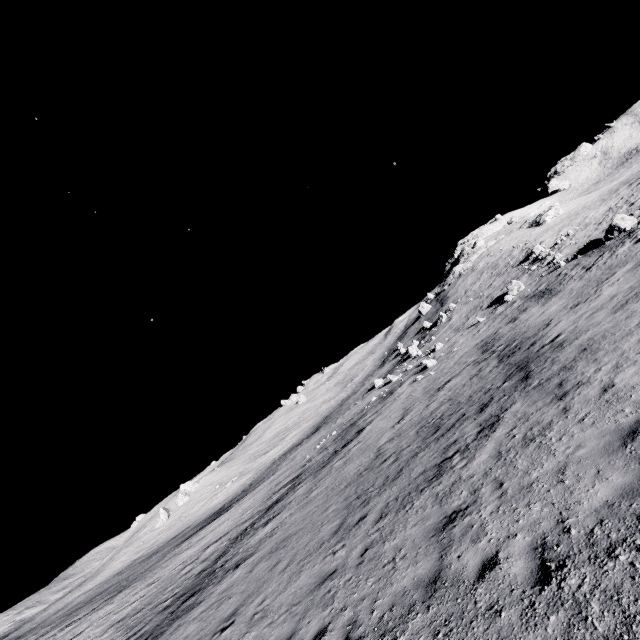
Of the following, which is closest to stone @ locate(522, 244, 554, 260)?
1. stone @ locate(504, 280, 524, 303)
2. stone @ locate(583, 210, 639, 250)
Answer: stone @ locate(504, 280, 524, 303)

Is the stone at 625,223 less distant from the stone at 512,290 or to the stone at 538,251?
the stone at 512,290

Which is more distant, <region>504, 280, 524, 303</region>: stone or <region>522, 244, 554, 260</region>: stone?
<region>522, 244, 554, 260</region>: stone

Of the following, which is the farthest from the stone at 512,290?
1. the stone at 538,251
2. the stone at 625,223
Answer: the stone at 538,251

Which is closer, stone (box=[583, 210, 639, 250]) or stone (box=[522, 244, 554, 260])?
stone (box=[583, 210, 639, 250])

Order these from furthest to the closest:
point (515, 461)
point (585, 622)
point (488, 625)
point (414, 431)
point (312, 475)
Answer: point (312, 475), point (414, 431), point (515, 461), point (488, 625), point (585, 622)

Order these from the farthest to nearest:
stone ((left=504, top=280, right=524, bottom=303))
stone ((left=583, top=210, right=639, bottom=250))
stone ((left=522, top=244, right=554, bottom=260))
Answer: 1. stone ((left=522, top=244, right=554, bottom=260))
2. stone ((left=504, top=280, right=524, bottom=303))
3. stone ((left=583, top=210, right=639, bottom=250))

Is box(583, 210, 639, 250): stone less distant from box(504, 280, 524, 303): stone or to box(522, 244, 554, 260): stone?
box(504, 280, 524, 303): stone
